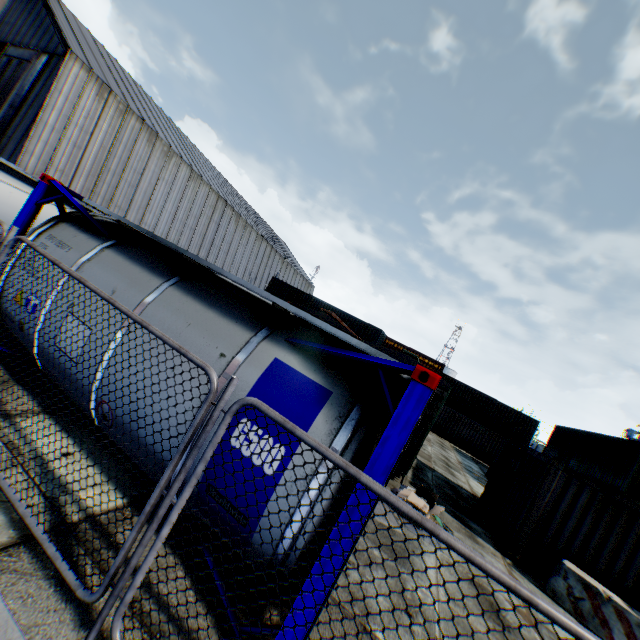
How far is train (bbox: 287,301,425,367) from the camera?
10.82m

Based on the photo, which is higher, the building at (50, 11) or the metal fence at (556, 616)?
the building at (50, 11)

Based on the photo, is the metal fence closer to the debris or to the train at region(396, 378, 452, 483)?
the debris

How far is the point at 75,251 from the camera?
4.8 meters

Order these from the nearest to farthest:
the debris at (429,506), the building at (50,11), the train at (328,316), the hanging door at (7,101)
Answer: the debris at (429,506) < the train at (328,316) < the building at (50,11) < the hanging door at (7,101)

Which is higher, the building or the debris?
the building

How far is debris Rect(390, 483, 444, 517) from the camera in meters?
7.6 m
